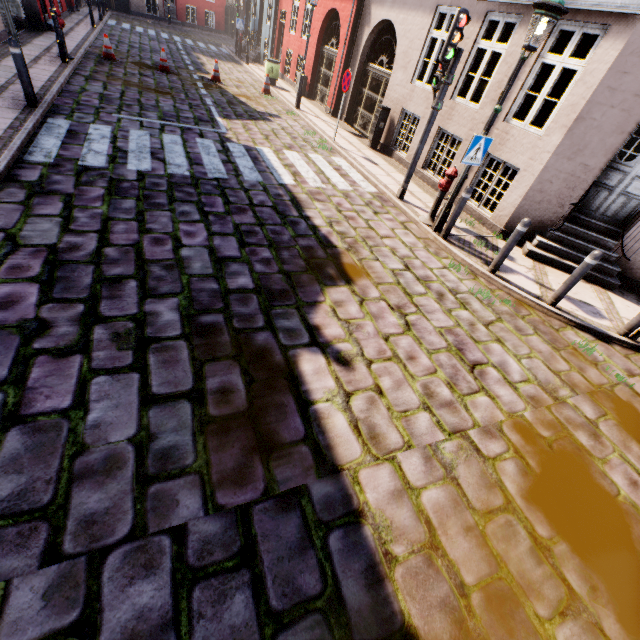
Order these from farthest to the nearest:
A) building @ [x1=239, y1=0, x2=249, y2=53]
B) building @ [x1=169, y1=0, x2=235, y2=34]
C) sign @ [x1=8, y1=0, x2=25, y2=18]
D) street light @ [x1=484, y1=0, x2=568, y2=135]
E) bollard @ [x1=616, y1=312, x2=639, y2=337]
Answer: building @ [x1=169, y1=0, x2=235, y2=34], building @ [x1=239, y1=0, x2=249, y2=53], sign @ [x1=8, y1=0, x2=25, y2=18], bollard @ [x1=616, y1=312, x2=639, y2=337], street light @ [x1=484, y1=0, x2=568, y2=135]

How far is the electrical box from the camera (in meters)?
10.61

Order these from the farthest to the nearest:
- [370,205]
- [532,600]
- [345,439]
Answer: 1. [370,205]
2. [345,439]
3. [532,600]

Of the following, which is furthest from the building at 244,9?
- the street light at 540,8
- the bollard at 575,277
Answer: the bollard at 575,277

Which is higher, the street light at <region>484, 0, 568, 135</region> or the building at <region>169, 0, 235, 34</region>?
the street light at <region>484, 0, 568, 135</region>

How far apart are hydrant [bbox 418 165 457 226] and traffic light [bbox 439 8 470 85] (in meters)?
1.62

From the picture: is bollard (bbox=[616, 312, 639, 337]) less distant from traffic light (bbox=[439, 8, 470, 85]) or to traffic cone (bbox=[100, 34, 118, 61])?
traffic light (bbox=[439, 8, 470, 85])

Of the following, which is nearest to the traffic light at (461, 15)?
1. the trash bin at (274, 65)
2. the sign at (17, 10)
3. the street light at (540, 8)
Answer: the street light at (540, 8)
